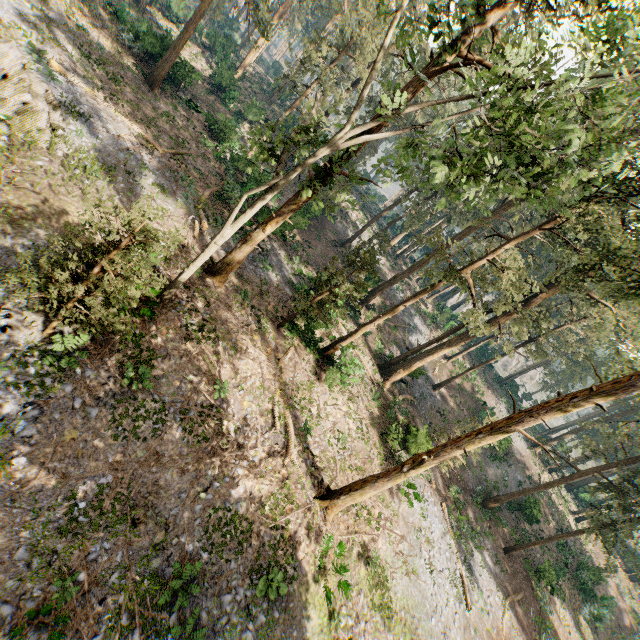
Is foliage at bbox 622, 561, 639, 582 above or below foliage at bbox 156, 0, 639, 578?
below

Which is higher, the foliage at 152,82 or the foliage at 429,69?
the foliage at 429,69

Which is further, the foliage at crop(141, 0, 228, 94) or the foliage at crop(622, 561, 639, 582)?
the foliage at crop(141, 0, 228, 94)

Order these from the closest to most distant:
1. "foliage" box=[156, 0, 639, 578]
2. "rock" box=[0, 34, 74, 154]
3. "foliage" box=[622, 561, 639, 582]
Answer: "foliage" box=[156, 0, 639, 578] < "rock" box=[0, 34, 74, 154] < "foliage" box=[622, 561, 639, 582]

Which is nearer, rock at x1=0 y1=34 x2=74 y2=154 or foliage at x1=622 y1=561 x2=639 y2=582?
rock at x1=0 y1=34 x2=74 y2=154

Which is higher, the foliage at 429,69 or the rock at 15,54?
the foliage at 429,69

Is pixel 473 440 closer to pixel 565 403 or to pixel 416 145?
pixel 565 403
